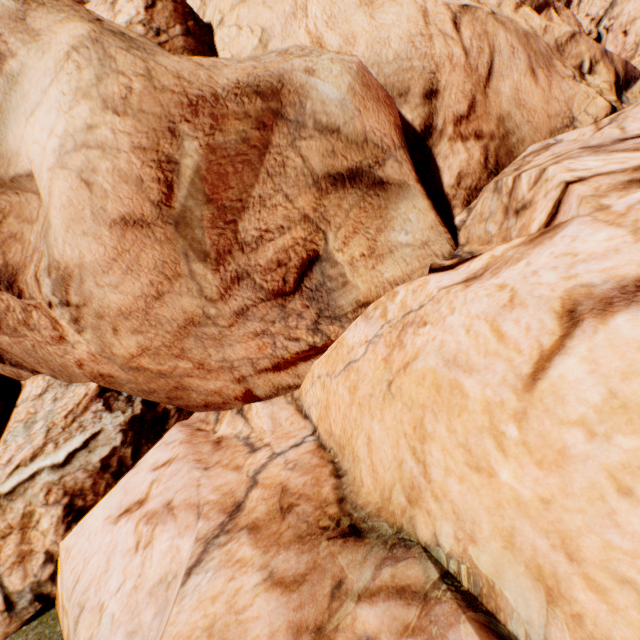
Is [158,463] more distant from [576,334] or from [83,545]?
[576,334]
